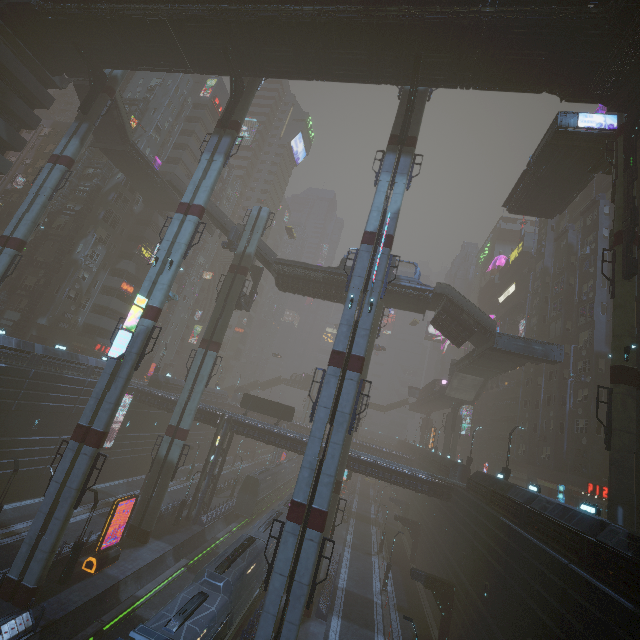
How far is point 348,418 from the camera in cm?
1927

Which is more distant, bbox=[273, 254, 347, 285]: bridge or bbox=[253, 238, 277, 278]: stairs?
bbox=[253, 238, 277, 278]: stairs

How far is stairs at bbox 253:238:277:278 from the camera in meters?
37.4 m

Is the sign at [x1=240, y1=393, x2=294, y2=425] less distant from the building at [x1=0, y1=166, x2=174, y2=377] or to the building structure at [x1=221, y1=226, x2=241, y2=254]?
the building at [x1=0, y1=166, x2=174, y2=377]

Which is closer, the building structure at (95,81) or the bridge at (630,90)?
the bridge at (630,90)

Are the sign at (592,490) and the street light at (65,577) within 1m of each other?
no

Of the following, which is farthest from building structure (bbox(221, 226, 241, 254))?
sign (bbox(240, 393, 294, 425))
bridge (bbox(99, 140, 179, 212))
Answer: sign (bbox(240, 393, 294, 425))

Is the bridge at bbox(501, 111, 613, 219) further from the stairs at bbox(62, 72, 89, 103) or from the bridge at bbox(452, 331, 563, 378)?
the stairs at bbox(62, 72, 89, 103)
